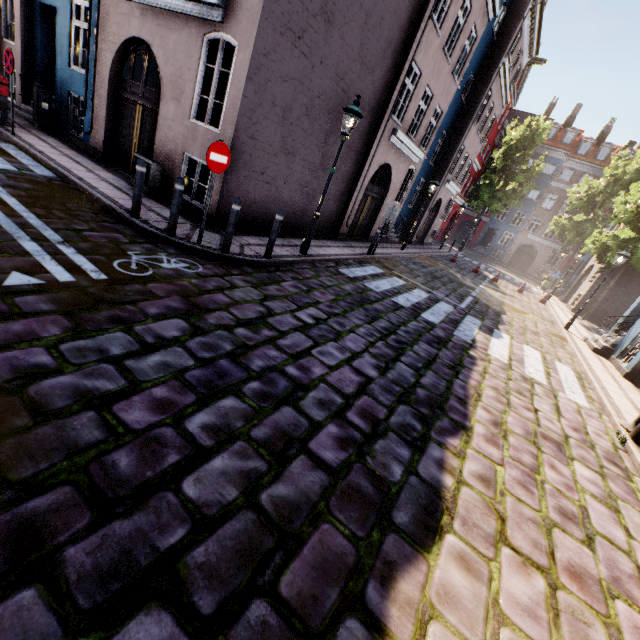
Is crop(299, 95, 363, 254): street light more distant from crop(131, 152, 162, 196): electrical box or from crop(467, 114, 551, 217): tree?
crop(467, 114, 551, 217): tree

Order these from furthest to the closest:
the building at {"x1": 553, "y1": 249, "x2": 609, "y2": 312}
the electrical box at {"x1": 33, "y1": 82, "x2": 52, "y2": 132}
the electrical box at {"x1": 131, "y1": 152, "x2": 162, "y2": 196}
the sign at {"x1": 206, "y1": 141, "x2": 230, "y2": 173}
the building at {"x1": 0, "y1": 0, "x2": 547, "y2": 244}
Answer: the building at {"x1": 553, "y1": 249, "x2": 609, "y2": 312} → the electrical box at {"x1": 33, "y1": 82, "x2": 52, "y2": 132} → the electrical box at {"x1": 131, "y1": 152, "x2": 162, "y2": 196} → the building at {"x1": 0, "y1": 0, "x2": 547, "y2": 244} → the sign at {"x1": 206, "y1": 141, "x2": 230, "y2": 173}

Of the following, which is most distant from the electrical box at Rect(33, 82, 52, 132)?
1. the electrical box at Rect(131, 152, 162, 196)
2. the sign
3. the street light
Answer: the street light

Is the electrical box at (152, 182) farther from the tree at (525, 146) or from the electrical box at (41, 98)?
the tree at (525, 146)

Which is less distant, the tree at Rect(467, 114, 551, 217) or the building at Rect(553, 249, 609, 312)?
the building at Rect(553, 249, 609, 312)

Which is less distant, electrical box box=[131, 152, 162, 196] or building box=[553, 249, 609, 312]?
electrical box box=[131, 152, 162, 196]

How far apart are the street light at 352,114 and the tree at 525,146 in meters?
30.4

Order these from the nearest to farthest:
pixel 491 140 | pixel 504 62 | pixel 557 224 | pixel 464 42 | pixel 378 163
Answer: pixel 378 163
pixel 464 42
pixel 504 62
pixel 491 140
pixel 557 224
